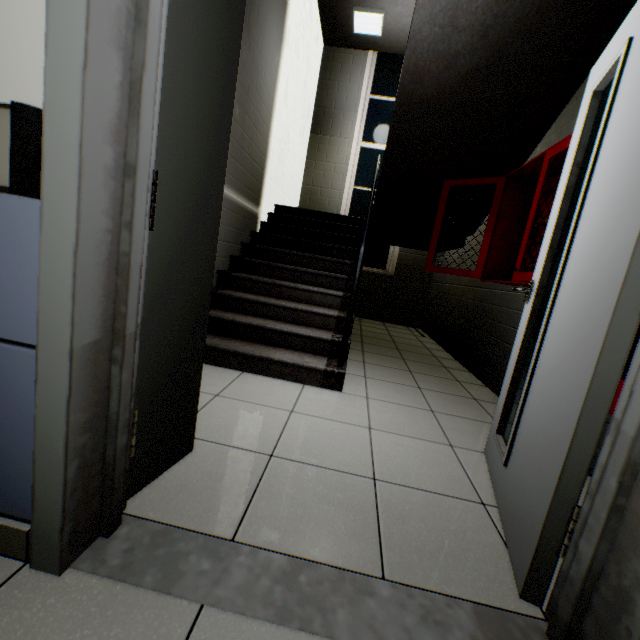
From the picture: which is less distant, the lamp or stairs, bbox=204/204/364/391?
stairs, bbox=204/204/364/391

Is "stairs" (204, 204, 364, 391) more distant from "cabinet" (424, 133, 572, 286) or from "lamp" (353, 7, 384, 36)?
"lamp" (353, 7, 384, 36)

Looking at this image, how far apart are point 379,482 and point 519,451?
0.61m

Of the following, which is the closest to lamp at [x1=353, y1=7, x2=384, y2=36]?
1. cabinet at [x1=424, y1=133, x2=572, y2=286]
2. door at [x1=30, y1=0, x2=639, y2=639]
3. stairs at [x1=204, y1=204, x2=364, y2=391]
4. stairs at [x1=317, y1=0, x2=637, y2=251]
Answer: stairs at [x1=317, y1=0, x2=637, y2=251]

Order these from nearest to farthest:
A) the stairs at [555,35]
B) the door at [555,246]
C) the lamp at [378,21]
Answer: the door at [555,246]
the stairs at [555,35]
the lamp at [378,21]

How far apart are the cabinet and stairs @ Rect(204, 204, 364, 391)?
0.69m

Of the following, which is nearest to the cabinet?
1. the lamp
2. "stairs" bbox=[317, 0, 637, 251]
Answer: "stairs" bbox=[317, 0, 637, 251]

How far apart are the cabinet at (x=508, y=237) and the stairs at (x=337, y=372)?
0.69m
